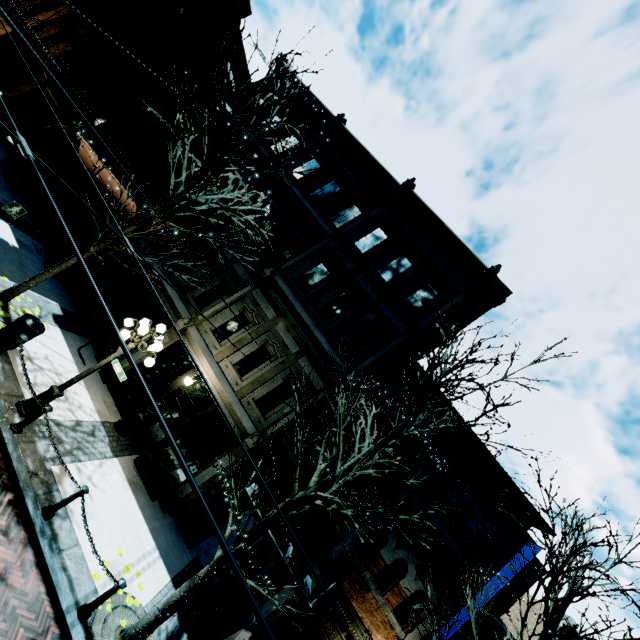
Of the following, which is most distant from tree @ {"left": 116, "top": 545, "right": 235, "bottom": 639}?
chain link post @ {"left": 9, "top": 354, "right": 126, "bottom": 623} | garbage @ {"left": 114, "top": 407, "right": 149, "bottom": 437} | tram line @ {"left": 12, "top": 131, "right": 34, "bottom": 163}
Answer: tram line @ {"left": 12, "top": 131, "right": 34, "bottom": 163}

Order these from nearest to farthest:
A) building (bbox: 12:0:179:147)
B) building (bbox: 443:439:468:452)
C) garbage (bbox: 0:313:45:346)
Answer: garbage (bbox: 0:313:45:346) < building (bbox: 443:439:468:452) < building (bbox: 12:0:179:147)

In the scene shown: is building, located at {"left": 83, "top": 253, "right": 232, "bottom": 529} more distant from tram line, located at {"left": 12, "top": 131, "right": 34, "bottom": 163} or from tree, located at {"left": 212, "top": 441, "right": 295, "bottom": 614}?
tram line, located at {"left": 12, "top": 131, "right": 34, "bottom": 163}

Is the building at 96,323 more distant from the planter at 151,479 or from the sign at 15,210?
the sign at 15,210

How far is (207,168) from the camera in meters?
9.5 m

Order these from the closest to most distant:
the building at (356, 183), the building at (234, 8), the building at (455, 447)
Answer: the building at (455, 447) → the building at (356, 183) → the building at (234, 8)

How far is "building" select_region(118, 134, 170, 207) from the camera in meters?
14.7 m

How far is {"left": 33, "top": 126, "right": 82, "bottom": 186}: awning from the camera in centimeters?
1025cm
